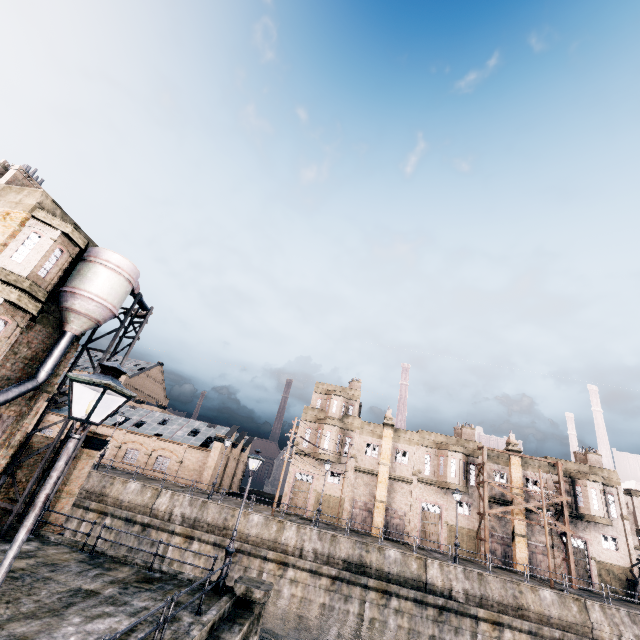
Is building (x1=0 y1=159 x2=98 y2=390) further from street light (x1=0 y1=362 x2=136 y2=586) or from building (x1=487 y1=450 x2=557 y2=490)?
building (x1=487 y1=450 x2=557 y2=490)

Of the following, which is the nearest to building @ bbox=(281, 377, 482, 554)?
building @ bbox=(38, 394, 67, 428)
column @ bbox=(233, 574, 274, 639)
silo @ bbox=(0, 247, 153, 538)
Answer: building @ bbox=(38, 394, 67, 428)

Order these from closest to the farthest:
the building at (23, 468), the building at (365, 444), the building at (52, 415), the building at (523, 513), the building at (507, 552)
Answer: the building at (23, 468) → the building at (507, 552) → the building at (523, 513) → the building at (365, 444) → the building at (52, 415)

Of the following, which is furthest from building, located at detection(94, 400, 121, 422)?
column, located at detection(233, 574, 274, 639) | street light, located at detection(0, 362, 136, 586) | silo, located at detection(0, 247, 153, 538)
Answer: street light, located at detection(0, 362, 136, 586)

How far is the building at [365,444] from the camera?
36.8 meters

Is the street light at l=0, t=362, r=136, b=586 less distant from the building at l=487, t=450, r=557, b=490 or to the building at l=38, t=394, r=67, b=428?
the building at l=487, t=450, r=557, b=490

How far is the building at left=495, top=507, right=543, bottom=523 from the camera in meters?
36.2 m

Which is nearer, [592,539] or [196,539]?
[196,539]
